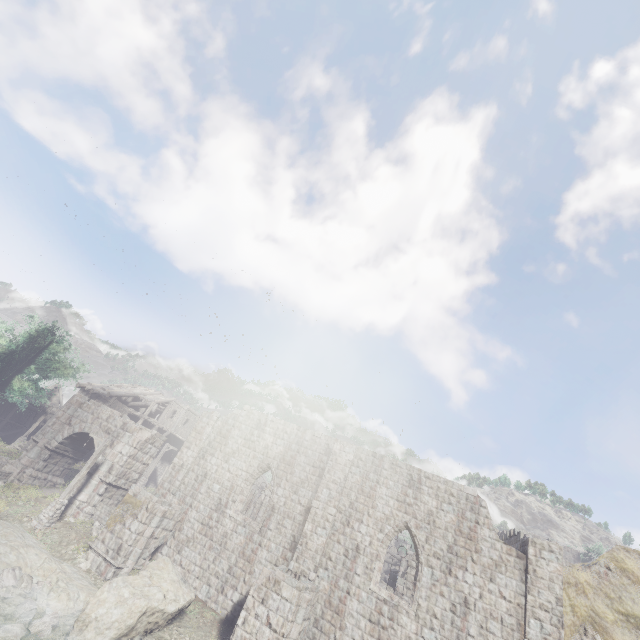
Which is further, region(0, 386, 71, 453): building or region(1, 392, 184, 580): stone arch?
region(0, 386, 71, 453): building

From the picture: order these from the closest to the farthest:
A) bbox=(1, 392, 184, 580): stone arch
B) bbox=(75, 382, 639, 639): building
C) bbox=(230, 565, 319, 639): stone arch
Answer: bbox=(230, 565, 319, 639): stone arch → bbox=(75, 382, 639, 639): building → bbox=(1, 392, 184, 580): stone arch

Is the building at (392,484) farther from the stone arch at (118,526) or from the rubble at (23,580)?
the rubble at (23,580)

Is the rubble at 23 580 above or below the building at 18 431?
below

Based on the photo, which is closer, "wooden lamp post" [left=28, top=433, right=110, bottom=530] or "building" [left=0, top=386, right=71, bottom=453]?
"wooden lamp post" [left=28, top=433, right=110, bottom=530]

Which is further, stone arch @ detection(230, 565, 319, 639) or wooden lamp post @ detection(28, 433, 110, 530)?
wooden lamp post @ detection(28, 433, 110, 530)

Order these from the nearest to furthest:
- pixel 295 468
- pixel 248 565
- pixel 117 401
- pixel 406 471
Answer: pixel 248 565 → pixel 406 471 → pixel 295 468 → pixel 117 401
